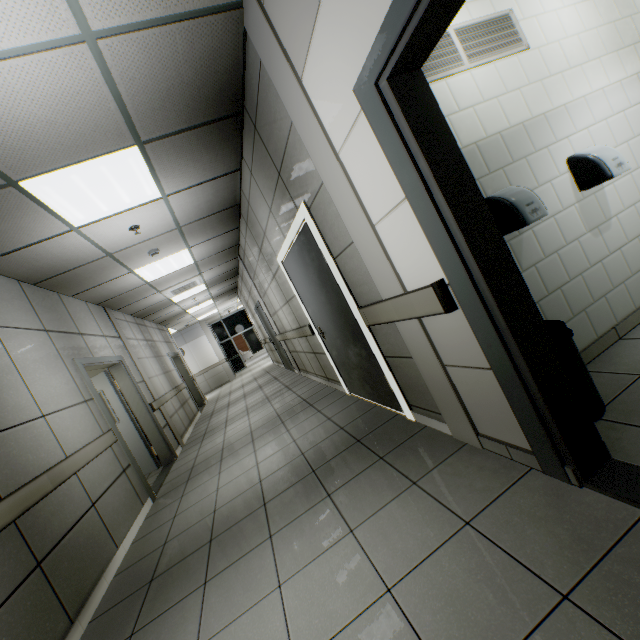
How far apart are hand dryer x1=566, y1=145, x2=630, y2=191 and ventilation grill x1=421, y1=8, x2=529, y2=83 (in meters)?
0.92

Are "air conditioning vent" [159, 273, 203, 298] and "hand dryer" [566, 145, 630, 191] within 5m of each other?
no

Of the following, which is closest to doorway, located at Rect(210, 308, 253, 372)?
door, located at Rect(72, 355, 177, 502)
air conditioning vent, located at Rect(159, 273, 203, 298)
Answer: air conditioning vent, located at Rect(159, 273, 203, 298)

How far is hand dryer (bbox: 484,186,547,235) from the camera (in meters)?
2.13

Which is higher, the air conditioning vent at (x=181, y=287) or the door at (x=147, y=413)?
the air conditioning vent at (x=181, y=287)

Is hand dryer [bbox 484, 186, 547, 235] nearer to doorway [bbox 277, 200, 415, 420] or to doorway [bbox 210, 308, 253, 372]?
doorway [bbox 277, 200, 415, 420]

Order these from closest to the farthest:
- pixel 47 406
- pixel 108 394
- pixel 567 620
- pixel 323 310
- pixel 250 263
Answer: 1. pixel 567 620
2. pixel 47 406
3. pixel 323 310
4. pixel 108 394
5. pixel 250 263

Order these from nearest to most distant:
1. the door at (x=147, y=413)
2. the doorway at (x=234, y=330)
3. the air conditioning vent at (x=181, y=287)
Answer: the door at (x=147, y=413)
the air conditioning vent at (x=181, y=287)
the doorway at (x=234, y=330)
